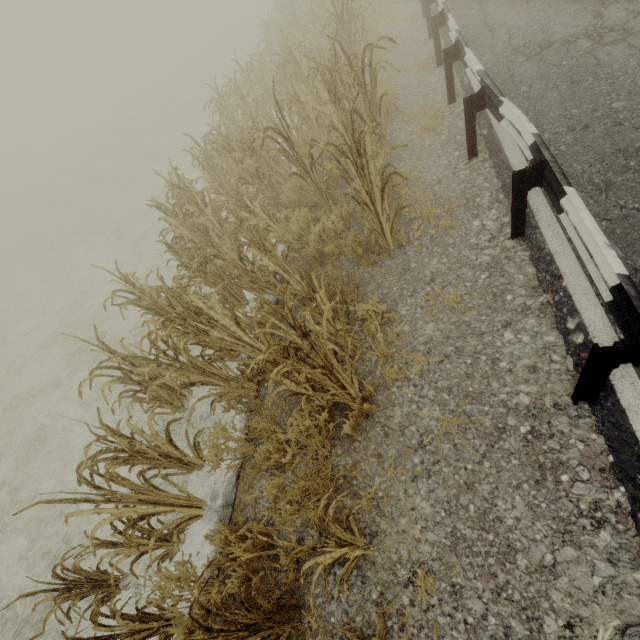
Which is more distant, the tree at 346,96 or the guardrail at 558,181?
the tree at 346,96

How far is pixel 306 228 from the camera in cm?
531

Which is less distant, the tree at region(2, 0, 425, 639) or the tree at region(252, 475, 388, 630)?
the tree at region(252, 475, 388, 630)

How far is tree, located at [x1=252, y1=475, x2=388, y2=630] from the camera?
1.9 meters

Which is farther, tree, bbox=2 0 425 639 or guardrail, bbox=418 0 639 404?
tree, bbox=2 0 425 639

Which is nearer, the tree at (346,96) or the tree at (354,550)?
the tree at (354,550)
